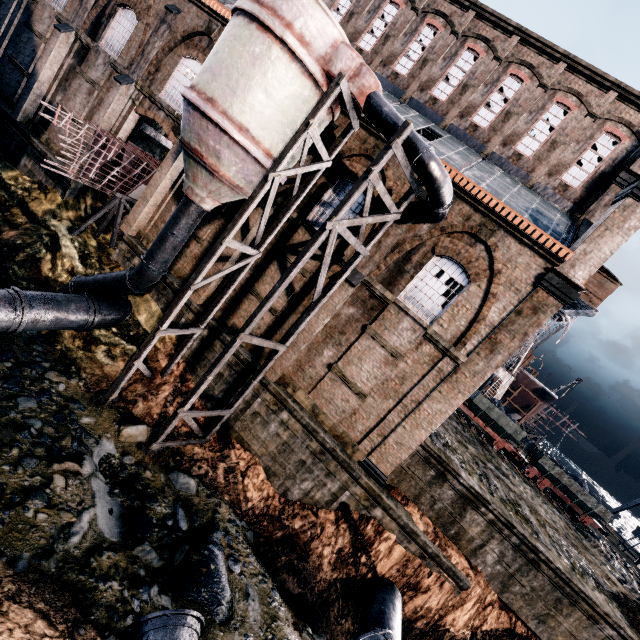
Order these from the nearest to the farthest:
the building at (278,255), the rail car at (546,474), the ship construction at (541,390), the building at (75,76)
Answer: the building at (278,255)
the building at (75,76)
the rail car at (546,474)
the ship construction at (541,390)

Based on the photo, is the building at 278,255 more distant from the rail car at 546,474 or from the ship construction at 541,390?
the ship construction at 541,390

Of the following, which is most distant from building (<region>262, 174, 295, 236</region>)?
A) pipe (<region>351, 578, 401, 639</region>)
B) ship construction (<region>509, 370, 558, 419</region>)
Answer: ship construction (<region>509, 370, 558, 419</region>)

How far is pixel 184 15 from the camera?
17.8 meters

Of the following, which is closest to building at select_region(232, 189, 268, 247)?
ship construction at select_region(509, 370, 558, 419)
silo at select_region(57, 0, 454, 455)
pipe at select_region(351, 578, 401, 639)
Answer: silo at select_region(57, 0, 454, 455)

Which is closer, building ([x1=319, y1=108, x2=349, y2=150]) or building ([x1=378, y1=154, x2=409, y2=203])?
building ([x1=378, y1=154, x2=409, y2=203])

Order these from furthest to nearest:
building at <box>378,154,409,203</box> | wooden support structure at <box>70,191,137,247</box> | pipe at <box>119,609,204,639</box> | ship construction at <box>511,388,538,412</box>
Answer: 1. ship construction at <box>511,388,538,412</box>
2. wooden support structure at <box>70,191,137,247</box>
3. building at <box>378,154,409,203</box>
4. pipe at <box>119,609,204,639</box>

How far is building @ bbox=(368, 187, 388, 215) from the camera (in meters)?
14.78
